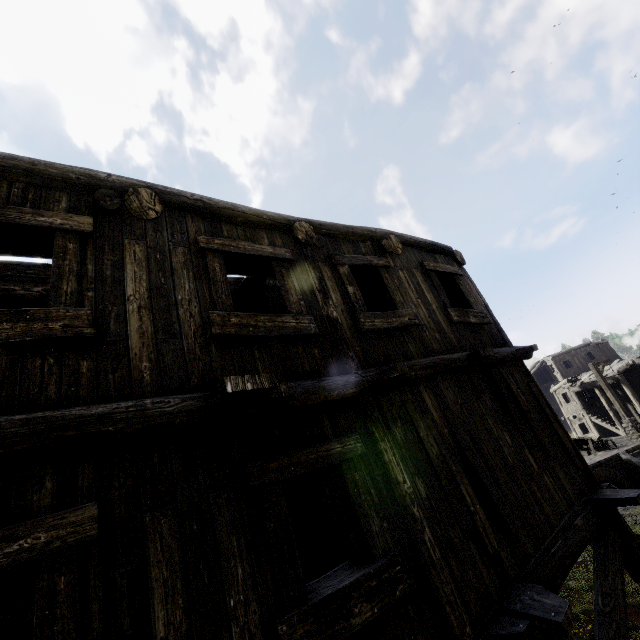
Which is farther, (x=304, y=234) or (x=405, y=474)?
(x=304, y=234)

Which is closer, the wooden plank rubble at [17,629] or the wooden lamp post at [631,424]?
the wooden plank rubble at [17,629]

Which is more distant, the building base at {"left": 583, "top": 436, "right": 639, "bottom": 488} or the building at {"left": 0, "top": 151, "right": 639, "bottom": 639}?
the building base at {"left": 583, "top": 436, "right": 639, "bottom": 488}

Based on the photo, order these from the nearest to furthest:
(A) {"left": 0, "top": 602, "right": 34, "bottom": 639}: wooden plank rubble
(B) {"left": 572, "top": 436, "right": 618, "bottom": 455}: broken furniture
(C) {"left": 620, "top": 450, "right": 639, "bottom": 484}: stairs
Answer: (A) {"left": 0, "top": 602, "right": 34, "bottom": 639}: wooden plank rubble
(C) {"left": 620, "top": 450, "right": 639, "bottom": 484}: stairs
(B) {"left": 572, "top": 436, "right": 618, "bottom": 455}: broken furniture

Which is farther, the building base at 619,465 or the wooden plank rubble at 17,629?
the building base at 619,465

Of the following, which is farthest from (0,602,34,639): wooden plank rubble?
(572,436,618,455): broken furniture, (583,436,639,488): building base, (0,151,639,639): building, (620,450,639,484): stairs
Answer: (572,436,618,455): broken furniture

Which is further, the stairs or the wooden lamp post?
the wooden lamp post

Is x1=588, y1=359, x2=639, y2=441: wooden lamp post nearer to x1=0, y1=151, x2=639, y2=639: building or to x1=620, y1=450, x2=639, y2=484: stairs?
x1=620, y1=450, x2=639, y2=484: stairs
